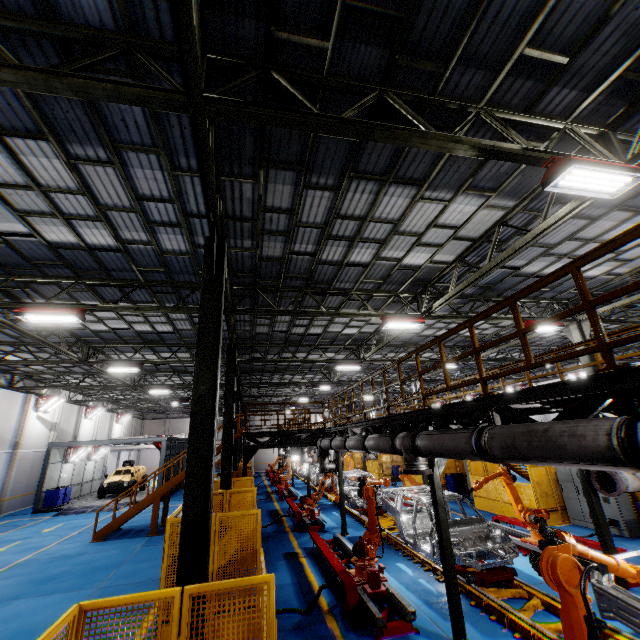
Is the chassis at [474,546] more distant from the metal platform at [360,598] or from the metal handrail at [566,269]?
the metal handrail at [566,269]

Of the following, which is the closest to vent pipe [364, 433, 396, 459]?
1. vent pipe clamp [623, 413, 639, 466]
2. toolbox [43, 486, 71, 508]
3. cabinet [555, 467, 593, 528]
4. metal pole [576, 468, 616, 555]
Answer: vent pipe clamp [623, 413, 639, 466]

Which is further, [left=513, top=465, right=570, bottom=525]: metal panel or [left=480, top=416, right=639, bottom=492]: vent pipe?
[left=513, top=465, right=570, bottom=525]: metal panel

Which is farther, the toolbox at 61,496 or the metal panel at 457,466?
→ the toolbox at 61,496

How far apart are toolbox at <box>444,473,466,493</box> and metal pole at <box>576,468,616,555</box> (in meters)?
13.10

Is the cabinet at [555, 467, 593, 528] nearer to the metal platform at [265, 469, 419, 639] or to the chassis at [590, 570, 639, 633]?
the chassis at [590, 570, 639, 633]

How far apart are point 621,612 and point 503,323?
15.4 meters

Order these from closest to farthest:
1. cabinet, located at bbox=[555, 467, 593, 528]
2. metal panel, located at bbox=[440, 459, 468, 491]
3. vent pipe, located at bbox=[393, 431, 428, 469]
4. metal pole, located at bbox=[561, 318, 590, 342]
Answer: vent pipe, located at bbox=[393, 431, 428, 469] → cabinet, located at bbox=[555, 467, 593, 528] → metal pole, located at bbox=[561, 318, 590, 342] → metal panel, located at bbox=[440, 459, 468, 491]
